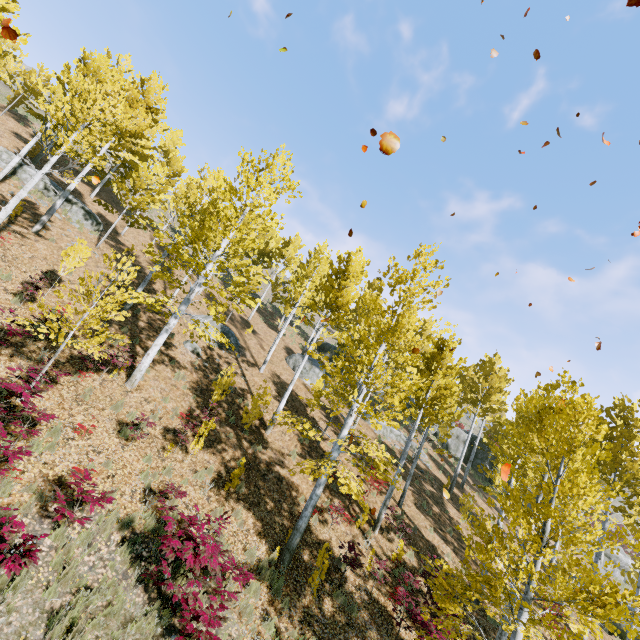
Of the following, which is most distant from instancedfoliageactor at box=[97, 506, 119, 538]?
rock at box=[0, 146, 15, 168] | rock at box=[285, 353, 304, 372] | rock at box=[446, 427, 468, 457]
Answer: rock at box=[285, 353, 304, 372]

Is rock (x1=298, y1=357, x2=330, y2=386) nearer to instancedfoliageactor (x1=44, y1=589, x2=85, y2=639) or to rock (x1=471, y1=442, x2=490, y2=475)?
instancedfoliageactor (x1=44, y1=589, x2=85, y2=639)

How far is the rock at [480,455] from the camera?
32.9 meters

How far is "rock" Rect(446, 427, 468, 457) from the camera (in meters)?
32.93

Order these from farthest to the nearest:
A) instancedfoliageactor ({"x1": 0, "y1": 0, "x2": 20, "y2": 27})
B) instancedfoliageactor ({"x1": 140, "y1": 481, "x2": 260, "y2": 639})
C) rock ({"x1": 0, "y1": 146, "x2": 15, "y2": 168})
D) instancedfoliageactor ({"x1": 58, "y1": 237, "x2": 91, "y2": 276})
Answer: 1. rock ({"x1": 0, "y1": 146, "x2": 15, "y2": 168})
2. instancedfoliageactor ({"x1": 58, "y1": 237, "x2": 91, "y2": 276})
3. instancedfoliageactor ({"x1": 0, "y1": 0, "x2": 20, "y2": 27})
4. instancedfoliageactor ({"x1": 140, "y1": 481, "x2": 260, "y2": 639})

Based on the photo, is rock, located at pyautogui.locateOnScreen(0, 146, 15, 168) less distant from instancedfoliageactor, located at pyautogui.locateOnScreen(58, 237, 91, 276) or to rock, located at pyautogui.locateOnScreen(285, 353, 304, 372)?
instancedfoliageactor, located at pyautogui.locateOnScreen(58, 237, 91, 276)

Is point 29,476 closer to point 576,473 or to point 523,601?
point 523,601

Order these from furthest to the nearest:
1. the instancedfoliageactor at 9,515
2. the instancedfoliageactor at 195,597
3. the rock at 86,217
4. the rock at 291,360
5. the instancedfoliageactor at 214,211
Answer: the rock at 291,360 → the rock at 86,217 → the instancedfoliageactor at 214,211 → the instancedfoliageactor at 195,597 → the instancedfoliageactor at 9,515
